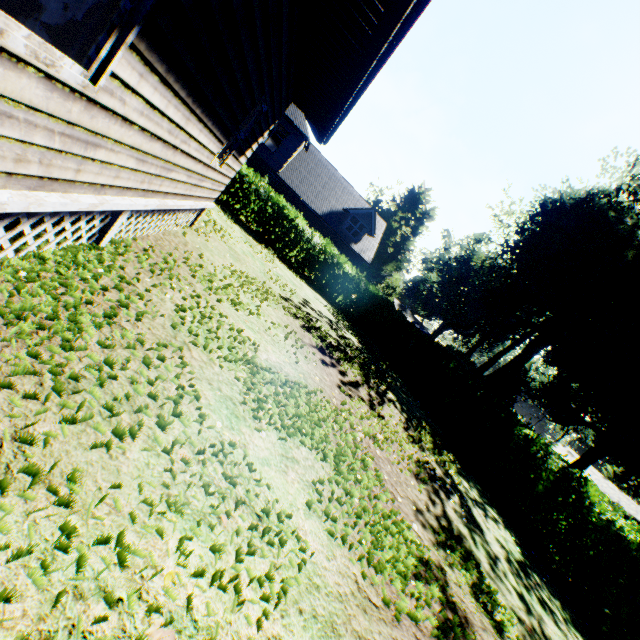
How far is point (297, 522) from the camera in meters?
3.2 m

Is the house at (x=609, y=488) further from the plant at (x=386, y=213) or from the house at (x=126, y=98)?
the house at (x=126, y=98)

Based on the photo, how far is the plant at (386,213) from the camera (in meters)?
54.03

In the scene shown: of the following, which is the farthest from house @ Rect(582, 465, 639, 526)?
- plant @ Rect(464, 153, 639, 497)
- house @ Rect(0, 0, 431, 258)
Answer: house @ Rect(0, 0, 431, 258)

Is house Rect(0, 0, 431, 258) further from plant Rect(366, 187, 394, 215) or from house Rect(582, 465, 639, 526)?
house Rect(582, 465, 639, 526)

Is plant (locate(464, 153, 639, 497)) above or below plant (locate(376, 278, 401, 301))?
above

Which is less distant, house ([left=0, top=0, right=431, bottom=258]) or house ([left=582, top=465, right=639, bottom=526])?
house ([left=0, top=0, right=431, bottom=258])
